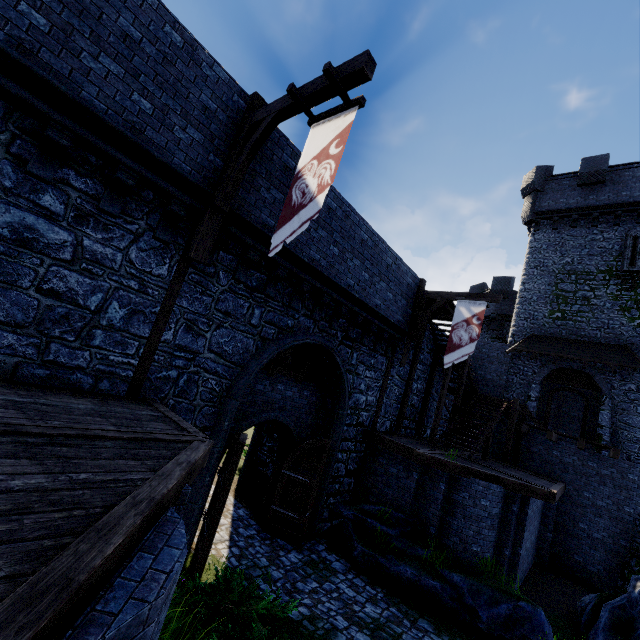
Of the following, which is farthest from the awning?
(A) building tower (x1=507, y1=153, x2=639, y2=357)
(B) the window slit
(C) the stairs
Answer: (B) the window slit

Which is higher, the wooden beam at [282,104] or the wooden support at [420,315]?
the wooden beam at [282,104]

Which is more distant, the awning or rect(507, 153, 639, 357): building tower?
rect(507, 153, 639, 357): building tower

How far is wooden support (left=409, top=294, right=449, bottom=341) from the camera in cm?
1347

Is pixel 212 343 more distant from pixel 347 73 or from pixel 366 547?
pixel 366 547

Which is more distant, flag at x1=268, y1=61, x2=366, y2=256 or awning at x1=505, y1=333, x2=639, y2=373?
awning at x1=505, y1=333, x2=639, y2=373

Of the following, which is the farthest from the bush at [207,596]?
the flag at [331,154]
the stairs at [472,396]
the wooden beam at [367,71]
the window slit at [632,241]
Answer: the window slit at [632,241]

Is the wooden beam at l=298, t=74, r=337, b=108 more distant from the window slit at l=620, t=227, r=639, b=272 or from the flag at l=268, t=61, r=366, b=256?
the window slit at l=620, t=227, r=639, b=272
